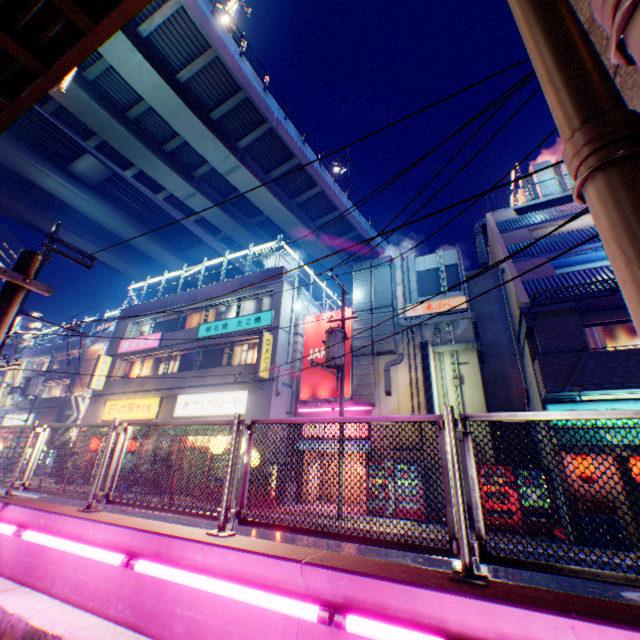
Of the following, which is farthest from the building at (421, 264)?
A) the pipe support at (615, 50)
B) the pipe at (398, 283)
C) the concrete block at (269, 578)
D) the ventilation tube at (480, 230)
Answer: the pipe support at (615, 50)

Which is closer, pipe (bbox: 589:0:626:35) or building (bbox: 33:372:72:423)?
pipe (bbox: 589:0:626:35)

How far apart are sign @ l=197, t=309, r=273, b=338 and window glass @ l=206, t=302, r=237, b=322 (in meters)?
0.60

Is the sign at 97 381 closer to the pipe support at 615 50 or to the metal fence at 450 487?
the metal fence at 450 487

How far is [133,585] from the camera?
3.4 meters

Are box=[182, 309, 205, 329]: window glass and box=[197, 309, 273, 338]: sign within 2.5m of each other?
yes

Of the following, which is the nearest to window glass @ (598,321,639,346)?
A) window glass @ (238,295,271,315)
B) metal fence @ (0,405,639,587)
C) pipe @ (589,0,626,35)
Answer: metal fence @ (0,405,639,587)

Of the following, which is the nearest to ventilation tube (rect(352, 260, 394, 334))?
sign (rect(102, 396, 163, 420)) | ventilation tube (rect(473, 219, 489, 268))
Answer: ventilation tube (rect(473, 219, 489, 268))
